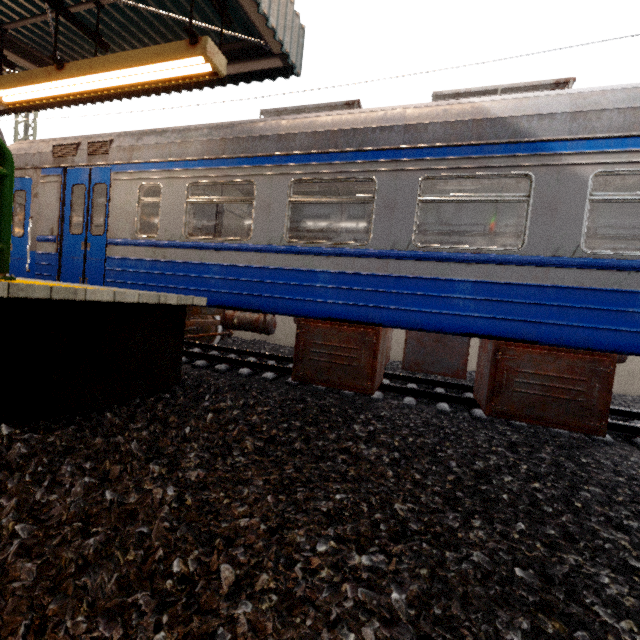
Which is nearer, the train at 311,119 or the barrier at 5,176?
the barrier at 5,176

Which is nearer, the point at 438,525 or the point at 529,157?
the point at 438,525

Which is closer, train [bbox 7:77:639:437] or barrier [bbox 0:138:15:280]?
barrier [bbox 0:138:15:280]

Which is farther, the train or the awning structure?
the awning structure

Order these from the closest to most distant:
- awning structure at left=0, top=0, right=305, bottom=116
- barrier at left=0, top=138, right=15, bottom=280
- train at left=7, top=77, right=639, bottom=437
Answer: barrier at left=0, top=138, right=15, bottom=280
train at left=7, top=77, right=639, bottom=437
awning structure at left=0, top=0, right=305, bottom=116

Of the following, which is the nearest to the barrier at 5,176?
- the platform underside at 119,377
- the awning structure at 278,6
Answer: the platform underside at 119,377

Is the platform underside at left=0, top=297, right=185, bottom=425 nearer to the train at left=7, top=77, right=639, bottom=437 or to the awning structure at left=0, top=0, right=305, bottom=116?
the train at left=7, top=77, right=639, bottom=437
